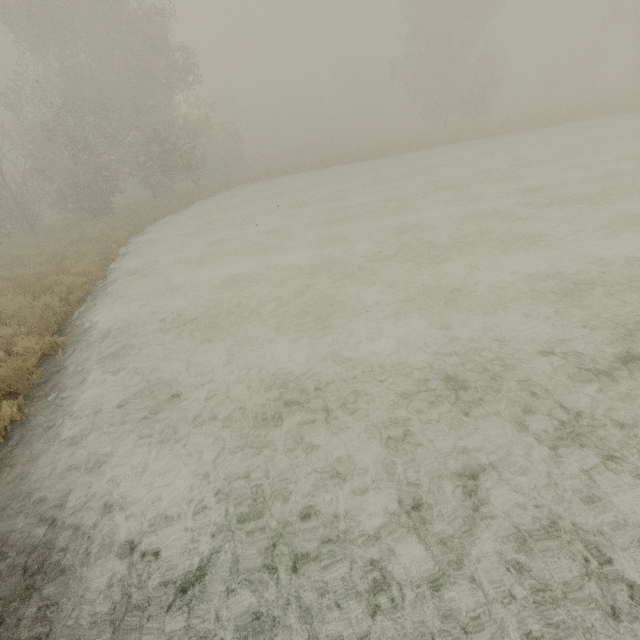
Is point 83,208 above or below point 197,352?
above
